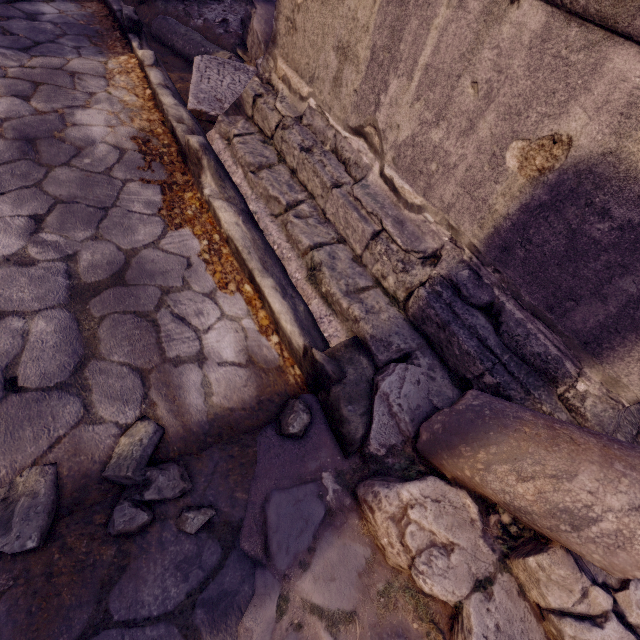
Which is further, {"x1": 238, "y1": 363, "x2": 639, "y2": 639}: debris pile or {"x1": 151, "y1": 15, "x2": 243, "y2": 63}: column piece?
{"x1": 151, "y1": 15, "x2": 243, "y2": 63}: column piece

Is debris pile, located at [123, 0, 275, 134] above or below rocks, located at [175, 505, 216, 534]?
above

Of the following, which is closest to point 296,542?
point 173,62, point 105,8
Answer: point 173,62

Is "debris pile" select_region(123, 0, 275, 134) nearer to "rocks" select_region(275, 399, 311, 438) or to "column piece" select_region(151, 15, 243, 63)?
"column piece" select_region(151, 15, 243, 63)

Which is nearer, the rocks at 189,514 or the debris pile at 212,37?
the rocks at 189,514

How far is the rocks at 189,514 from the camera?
1.1 meters

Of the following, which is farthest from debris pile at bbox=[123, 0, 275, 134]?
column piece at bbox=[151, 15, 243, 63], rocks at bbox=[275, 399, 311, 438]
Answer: rocks at bbox=[275, 399, 311, 438]

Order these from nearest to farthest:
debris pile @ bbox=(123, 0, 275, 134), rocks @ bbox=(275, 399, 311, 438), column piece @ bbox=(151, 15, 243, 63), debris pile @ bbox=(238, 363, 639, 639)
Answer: debris pile @ bbox=(238, 363, 639, 639), rocks @ bbox=(275, 399, 311, 438), debris pile @ bbox=(123, 0, 275, 134), column piece @ bbox=(151, 15, 243, 63)
